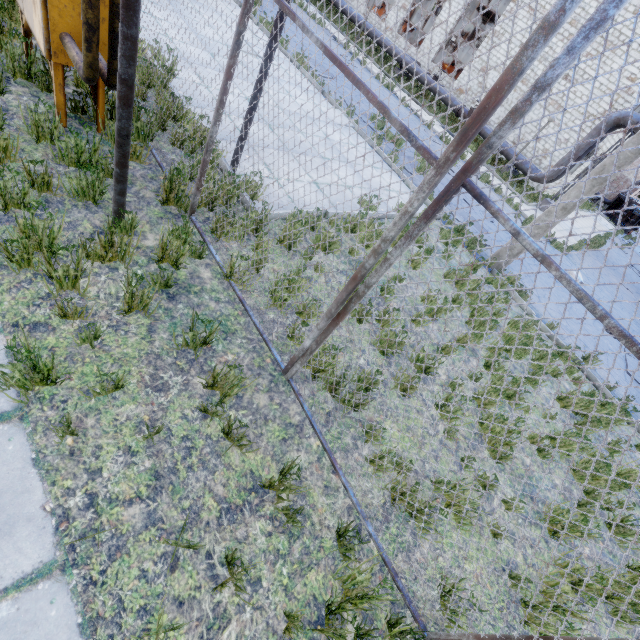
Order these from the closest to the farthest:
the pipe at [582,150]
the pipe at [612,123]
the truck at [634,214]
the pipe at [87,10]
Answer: the pipe at [87,10] < the pipe at [612,123] < the pipe at [582,150] < the truck at [634,214]

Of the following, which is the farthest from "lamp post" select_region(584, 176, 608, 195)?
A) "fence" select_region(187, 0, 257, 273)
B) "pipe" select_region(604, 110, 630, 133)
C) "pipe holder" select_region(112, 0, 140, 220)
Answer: "pipe" select_region(604, 110, 630, 133)

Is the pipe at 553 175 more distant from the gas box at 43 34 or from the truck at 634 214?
the gas box at 43 34

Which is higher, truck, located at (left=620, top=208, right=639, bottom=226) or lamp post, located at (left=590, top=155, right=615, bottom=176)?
lamp post, located at (left=590, top=155, right=615, bottom=176)

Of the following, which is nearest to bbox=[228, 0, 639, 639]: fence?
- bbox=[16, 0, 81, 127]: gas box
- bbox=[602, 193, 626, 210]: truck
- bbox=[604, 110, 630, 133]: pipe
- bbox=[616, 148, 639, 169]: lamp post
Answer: bbox=[16, 0, 81, 127]: gas box

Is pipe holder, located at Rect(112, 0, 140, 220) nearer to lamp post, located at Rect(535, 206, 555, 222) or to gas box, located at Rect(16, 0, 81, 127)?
gas box, located at Rect(16, 0, 81, 127)

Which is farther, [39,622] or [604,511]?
[604,511]

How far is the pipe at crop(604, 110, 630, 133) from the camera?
15.55m
